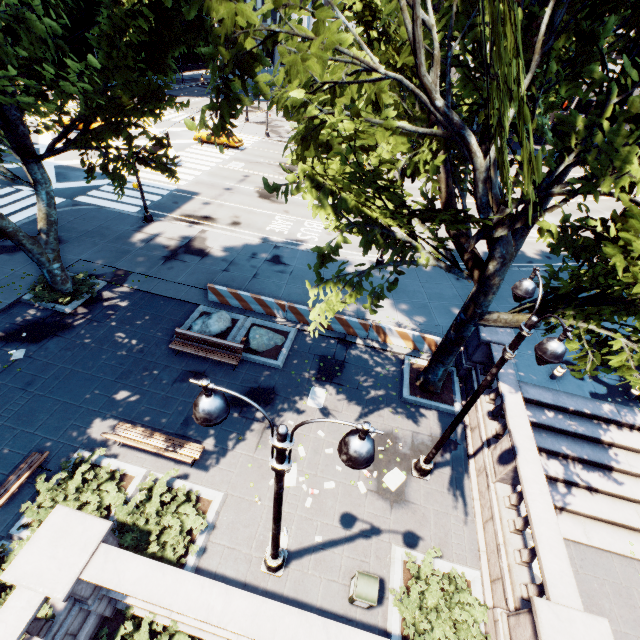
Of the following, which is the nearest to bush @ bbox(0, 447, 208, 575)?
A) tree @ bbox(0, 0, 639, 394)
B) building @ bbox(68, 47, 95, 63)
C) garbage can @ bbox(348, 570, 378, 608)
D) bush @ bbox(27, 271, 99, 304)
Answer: garbage can @ bbox(348, 570, 378, 608)

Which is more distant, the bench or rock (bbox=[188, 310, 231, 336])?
rock (bbox=[188, 310, 231, 336])

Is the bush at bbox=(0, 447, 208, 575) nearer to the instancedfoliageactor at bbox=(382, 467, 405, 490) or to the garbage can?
the garbage can

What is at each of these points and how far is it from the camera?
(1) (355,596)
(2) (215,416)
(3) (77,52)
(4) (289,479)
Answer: (1) garbage can, 7.52m
(2) light, 3.85m
(3) building, 48.03m
(4) instancedfoliageactor, 10.15m

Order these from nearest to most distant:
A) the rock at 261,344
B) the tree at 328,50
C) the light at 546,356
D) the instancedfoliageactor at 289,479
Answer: the tree at 328,50, the light at 546,356, the instancedfoliageactor at 289,479, the rock at 261,344

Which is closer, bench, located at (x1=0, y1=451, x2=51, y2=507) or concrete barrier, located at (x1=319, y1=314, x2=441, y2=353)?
bench, located at (x1=0, y1=451, x2=51, y2=507)

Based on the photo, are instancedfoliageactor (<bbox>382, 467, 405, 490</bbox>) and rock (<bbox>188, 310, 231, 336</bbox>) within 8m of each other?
no

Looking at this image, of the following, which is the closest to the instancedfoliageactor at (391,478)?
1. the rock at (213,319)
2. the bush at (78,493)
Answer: the bush at (78,493)
